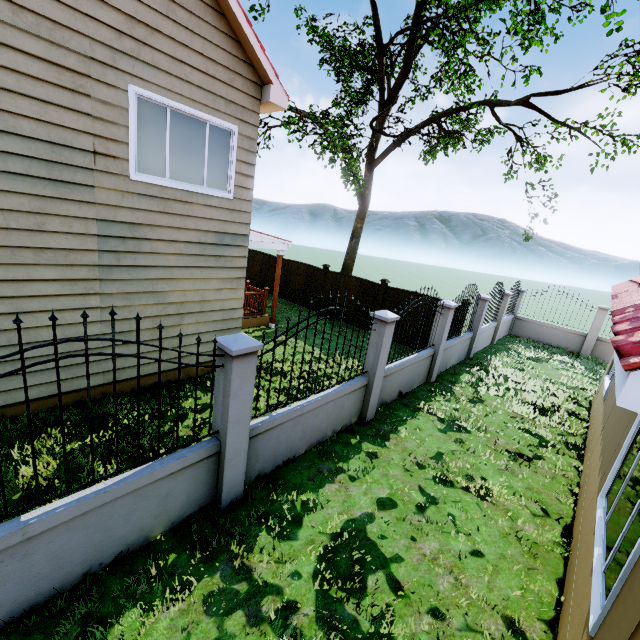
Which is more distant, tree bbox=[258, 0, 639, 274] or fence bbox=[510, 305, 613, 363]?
fence bbox=[510, 305, 613, 363]

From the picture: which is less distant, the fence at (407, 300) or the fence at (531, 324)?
the fence at (407, 300)

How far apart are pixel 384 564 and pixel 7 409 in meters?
6.1 m

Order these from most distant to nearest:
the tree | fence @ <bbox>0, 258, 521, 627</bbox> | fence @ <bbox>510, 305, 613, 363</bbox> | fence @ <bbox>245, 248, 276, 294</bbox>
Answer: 1. fence @ <bbox>245, 248, 276, 294</bbox>
2. fence @ <bbox>510, 305, 613, 363</bbox>
3. the tree
4. fence @ <bbox>0, 258, 521, 627</bbox>

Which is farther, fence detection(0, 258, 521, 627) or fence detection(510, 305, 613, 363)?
fence detection(510, 305, 613, 363)

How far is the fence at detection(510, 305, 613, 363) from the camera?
14.1 meters

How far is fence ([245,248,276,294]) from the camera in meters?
16.7 m

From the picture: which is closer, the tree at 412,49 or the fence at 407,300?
the fence at 407,300
